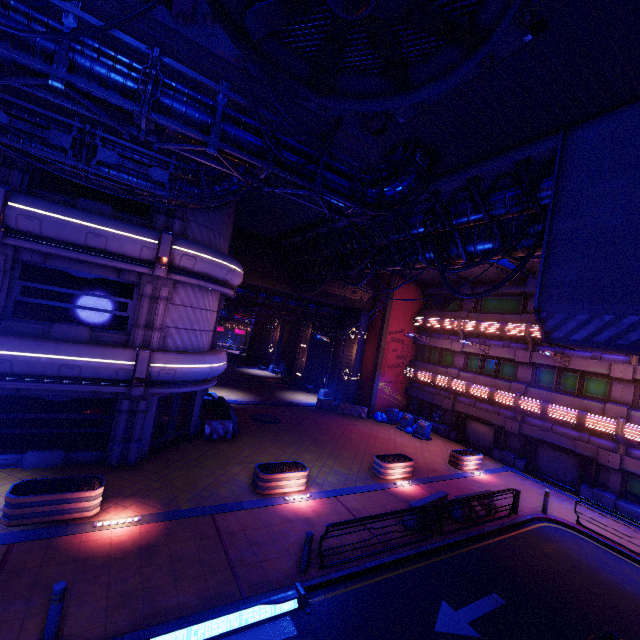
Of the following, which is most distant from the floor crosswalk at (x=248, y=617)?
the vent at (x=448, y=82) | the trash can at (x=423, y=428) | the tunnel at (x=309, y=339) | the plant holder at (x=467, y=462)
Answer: the tunnel at (x=309, y=339)

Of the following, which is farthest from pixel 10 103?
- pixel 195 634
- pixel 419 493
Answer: pixel 419 493

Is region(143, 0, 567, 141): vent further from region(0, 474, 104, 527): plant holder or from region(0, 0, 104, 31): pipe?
region(0, 474, 104, 527): plant holder

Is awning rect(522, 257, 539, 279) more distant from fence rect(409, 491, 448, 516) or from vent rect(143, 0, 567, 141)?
vent rect(143, 0, 567, 141)

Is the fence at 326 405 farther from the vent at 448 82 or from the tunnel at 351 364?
the vent at 448 82

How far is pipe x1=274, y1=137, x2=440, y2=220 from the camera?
7.9 meters

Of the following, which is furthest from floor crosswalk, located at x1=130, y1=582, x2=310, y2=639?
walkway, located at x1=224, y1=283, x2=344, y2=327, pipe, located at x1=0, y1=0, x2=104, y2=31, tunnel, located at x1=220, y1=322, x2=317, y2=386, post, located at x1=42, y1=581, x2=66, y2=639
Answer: tunnel, located at x1=220, y1=322, x2=317, y2=386

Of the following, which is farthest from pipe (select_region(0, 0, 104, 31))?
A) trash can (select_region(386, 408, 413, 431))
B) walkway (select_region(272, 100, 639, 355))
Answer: trash can (select_region(386, 408, 413, 431))
